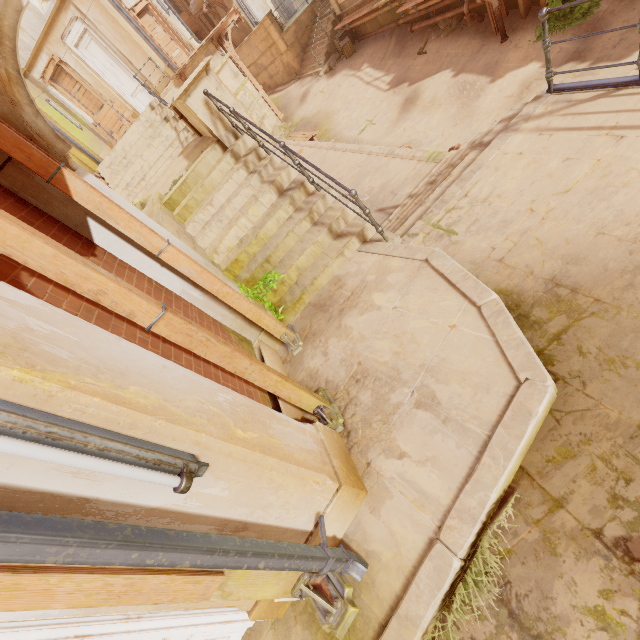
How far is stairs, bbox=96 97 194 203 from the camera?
12.44m

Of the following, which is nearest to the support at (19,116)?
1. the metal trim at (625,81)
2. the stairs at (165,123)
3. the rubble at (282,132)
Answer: the metal trim at (625,81)

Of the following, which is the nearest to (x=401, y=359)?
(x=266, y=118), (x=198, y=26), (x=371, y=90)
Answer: (x=371, y=90)

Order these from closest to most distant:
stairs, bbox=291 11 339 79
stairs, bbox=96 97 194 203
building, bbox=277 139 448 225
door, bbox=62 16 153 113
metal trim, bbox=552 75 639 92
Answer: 1. metal trim, bbox=552 75 639 92
2. building, bbox=277 139 448 225
3. stairs, bbox=96 97 194 203
4. door, bbox=62 16 153 113
5. stairs, bbox=291 11 339 79

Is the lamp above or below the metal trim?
above

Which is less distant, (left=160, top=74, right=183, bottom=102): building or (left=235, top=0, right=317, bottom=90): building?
→ (left=160, top=74, right=183, bottom=102): building

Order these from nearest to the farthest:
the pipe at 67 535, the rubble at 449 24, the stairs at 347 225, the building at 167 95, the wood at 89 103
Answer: the pipe at 67 535 < the stairs at 347 225 < the rubble at 449 24 < the building at 167 95 < the wood at 89 103

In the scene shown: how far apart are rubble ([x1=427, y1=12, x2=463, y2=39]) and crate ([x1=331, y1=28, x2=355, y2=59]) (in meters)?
4.81
